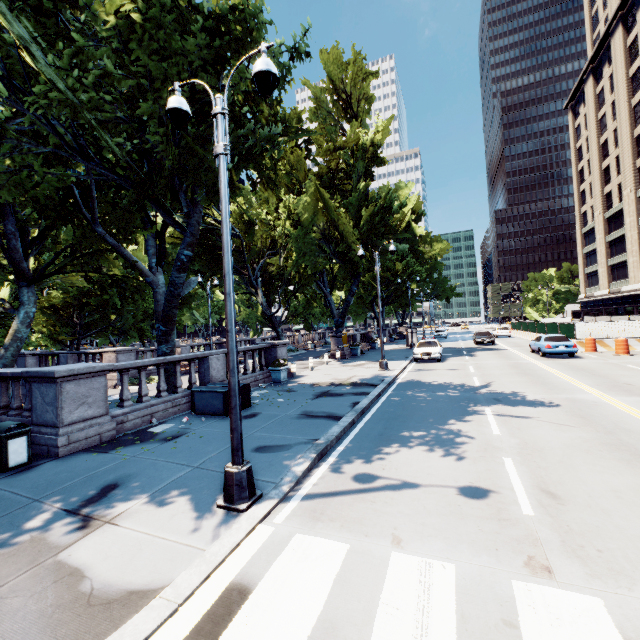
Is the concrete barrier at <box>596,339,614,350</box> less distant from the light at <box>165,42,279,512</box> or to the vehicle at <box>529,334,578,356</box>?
the vehicle at <box>529,334,578,356</box>

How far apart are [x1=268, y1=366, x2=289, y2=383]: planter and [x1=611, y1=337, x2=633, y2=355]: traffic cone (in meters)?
20.98

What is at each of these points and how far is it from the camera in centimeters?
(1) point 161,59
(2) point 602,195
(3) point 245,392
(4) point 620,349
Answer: (1) tree, 861cm
(2) building, 5278cm
(3) container, 1149cm
(4) traffic cone, 2058cm

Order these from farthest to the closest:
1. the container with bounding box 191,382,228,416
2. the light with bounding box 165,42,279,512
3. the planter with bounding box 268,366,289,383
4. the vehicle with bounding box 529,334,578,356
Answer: the vehicle with bounding box 529,334,578,356 → the planter with bounding box 268,366,289,383 → the container with bounding box 191,382,228,416 → the light with bounding box 165,42,279,512

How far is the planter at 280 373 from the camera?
16.1m

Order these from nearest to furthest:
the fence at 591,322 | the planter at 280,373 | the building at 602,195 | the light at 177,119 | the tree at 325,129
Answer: the light at 177,119, the tree at 325,129, the planter at 280,373, the fence at 591,322, the building at 602,195

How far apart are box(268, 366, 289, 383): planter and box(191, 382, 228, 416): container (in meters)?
4.05

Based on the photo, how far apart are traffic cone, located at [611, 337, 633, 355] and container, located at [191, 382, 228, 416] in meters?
23.3 m
